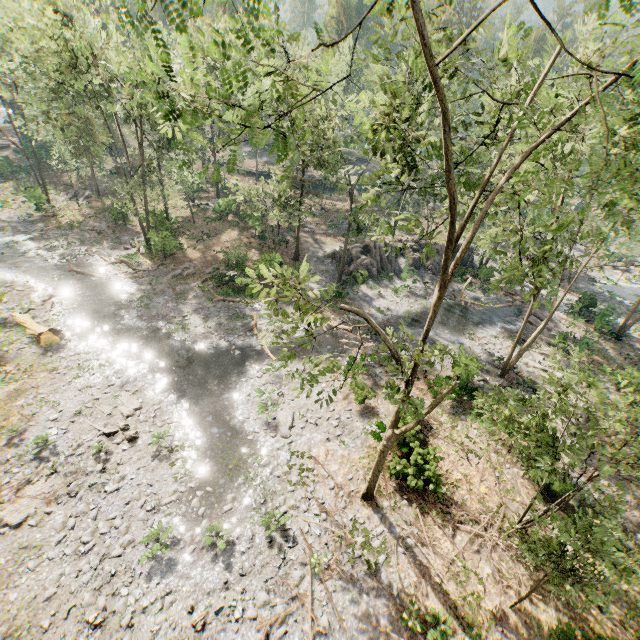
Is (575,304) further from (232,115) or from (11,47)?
(11,47)

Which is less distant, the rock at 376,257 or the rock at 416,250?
the rock at 376,257

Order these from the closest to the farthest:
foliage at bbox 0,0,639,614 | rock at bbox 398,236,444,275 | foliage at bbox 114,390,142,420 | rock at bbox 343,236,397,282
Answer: foliage at bbox 0,0,639,614
foliage at bbox 114,390,142,420
rock at bbox 343,236,397,282
rock at bbox 398,236,444,275

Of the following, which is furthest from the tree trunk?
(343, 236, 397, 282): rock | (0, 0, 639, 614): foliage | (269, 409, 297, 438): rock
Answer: (343, 236, 397, 282): rock

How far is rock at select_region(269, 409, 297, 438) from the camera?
17.56m

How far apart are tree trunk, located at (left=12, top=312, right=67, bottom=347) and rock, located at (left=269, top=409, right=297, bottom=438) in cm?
1469

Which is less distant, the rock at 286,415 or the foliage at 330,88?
the foliage at 330,88
